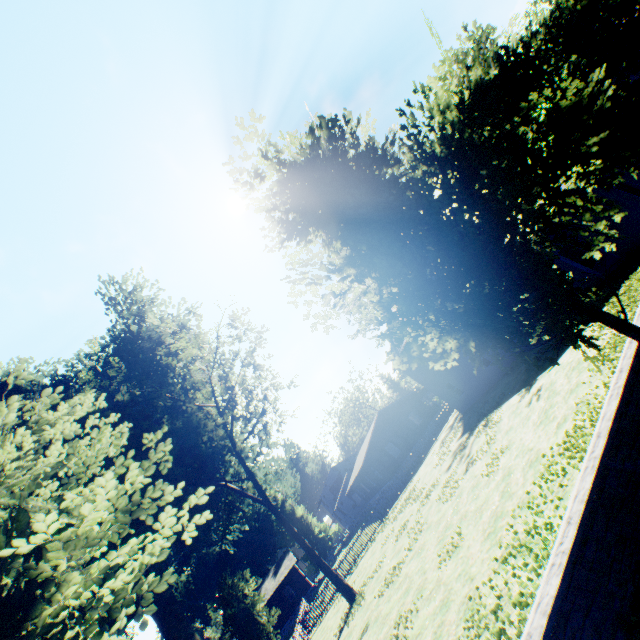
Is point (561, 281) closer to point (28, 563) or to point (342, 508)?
point (28, 563)

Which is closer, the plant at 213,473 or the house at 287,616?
the plant at 213,473

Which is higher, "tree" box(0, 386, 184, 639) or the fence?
"tree" box(0, 386, 184, 639)

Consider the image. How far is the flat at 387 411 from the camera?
37.8m

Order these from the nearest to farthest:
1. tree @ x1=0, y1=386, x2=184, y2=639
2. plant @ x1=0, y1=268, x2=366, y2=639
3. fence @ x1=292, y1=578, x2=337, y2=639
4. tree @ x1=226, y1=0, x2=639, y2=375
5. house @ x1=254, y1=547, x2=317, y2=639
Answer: tree @ x1=0, y1=386, x2=184, y2=639 < tree @ x1=226, y1=0, x2=639, y2=375 < plant @ x1=0, y1=268, x2=366, y2=639 < fence @ x1=292, y1=578, x2=337, y2=639 < house @ x1=254, y1=547, x2=317, y2=639

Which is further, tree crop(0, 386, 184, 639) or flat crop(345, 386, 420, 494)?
flat crop(345, 386, 420, 494)

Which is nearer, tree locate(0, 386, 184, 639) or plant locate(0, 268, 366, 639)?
tree locate(0, 386, 184, 639)

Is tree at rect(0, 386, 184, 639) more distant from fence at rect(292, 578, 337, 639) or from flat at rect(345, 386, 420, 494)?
flat at rect(345, 386, 420, 494)
